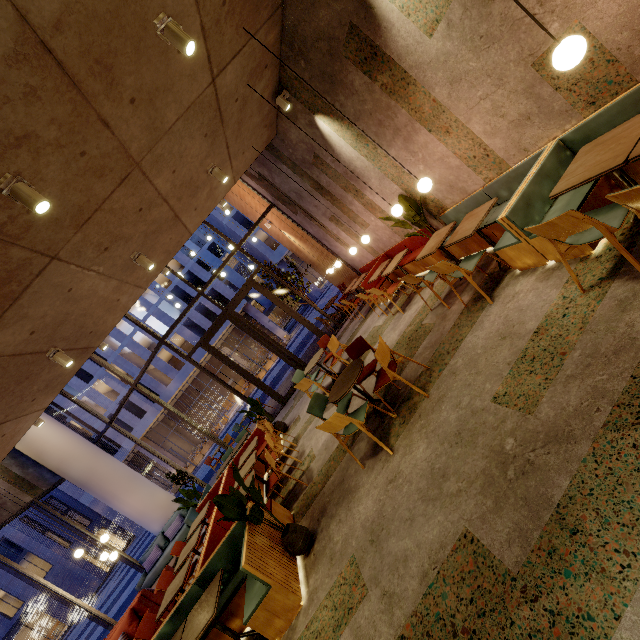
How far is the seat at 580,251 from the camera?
3.11m

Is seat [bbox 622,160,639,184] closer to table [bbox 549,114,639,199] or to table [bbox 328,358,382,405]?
table [bbox 549,114,639,199]

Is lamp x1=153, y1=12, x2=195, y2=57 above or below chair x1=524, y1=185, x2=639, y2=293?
above

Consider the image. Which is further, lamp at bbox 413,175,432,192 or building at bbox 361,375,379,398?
building at bbox 361,375,379,398

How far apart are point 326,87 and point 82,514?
50.1 meters

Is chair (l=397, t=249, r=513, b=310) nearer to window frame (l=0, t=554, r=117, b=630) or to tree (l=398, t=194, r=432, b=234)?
tree (l=398, t=194, r=432, b=234)

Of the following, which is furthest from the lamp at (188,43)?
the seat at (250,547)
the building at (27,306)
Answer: the seat at (250,547)

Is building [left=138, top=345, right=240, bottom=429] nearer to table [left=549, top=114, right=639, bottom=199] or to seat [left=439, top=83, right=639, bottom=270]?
seat [left=439, top=83, right=639, bottom=270]
